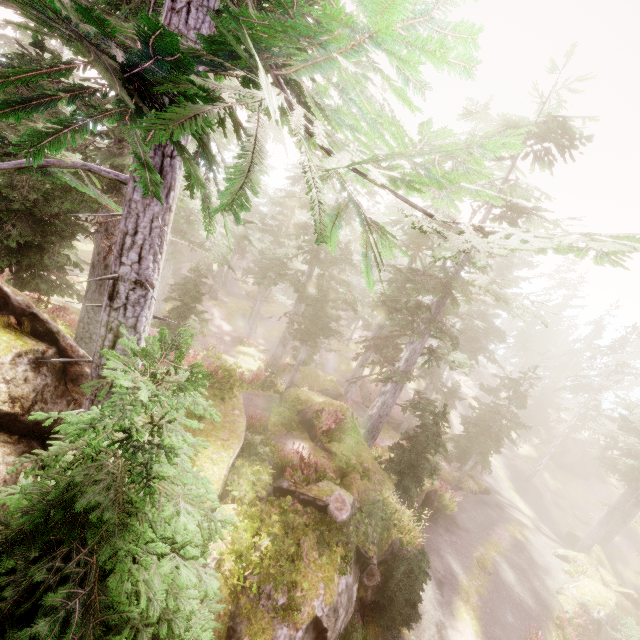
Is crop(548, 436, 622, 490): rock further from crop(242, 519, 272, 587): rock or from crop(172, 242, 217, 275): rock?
crop(172, 242, 217, 275): rock

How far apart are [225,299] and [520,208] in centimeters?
3516cm

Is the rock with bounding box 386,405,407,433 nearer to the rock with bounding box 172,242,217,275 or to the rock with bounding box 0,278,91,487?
the rock with bounding box 0,278,91,487

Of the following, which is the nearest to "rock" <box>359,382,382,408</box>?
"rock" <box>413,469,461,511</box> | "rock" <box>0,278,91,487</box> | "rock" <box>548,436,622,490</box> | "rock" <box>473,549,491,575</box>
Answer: "rock" <box>413,469,461,511</box>

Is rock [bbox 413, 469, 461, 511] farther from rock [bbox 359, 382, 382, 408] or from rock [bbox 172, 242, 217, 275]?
rock [bbox 172, 242, 217, 275]

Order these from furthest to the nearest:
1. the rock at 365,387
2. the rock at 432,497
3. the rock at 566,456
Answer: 1. the rock at 566,456
2. the rock at 365,387
3. the rock at 432,497

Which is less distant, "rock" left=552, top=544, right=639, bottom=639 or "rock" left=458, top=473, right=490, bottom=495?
"rock" left=552, top=544, right=639, bottom=639

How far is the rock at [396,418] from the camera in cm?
3419
